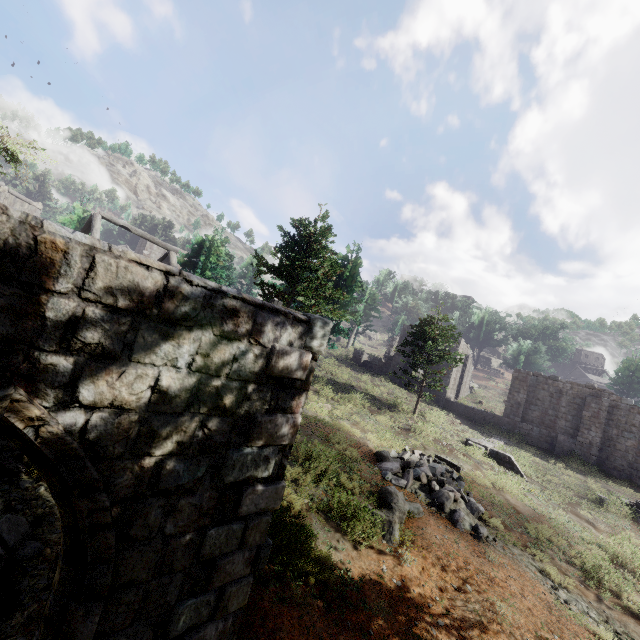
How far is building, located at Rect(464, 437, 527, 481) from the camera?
18.1m

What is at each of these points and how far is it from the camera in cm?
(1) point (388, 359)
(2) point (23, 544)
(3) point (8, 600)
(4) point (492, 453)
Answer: (1) building, 3412
(2) rubble, 517
(3) rubble, 433
(4) building, 1917

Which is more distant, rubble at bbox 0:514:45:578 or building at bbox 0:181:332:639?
rubble at bbox 0:514:45:578

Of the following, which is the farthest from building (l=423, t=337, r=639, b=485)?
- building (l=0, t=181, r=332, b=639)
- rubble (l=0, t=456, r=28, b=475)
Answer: rubble (l=0, t=456, r=28, b=475)

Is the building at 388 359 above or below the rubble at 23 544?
above

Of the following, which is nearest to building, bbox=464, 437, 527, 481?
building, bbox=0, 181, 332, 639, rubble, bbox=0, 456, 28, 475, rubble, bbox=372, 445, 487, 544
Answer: building, bbox=0, 181, 332, 639

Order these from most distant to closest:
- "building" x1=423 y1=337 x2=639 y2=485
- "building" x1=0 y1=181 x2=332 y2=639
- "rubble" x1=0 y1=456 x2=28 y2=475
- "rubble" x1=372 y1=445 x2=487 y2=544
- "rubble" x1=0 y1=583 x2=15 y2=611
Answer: "building" x1=423 y1=337 x2=639 y2=485
"rubble" x1=372 y1=445 x2=487 y2=544
"rubble" x1=0 y1=456 x2=28 y2=475
"rubble" x1=0 y1=583 x2=15 y2=611
"building" x1=0 y1=181 x2=332 y2=639

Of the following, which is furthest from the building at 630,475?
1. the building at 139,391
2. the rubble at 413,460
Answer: the rubble at 413,460
